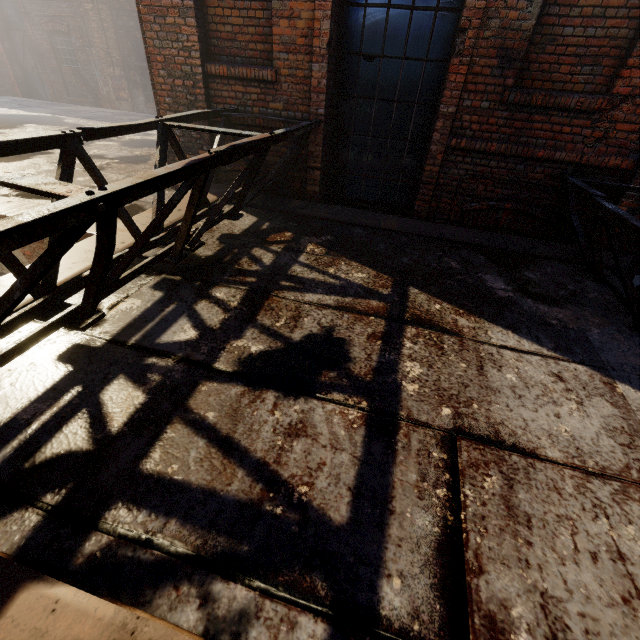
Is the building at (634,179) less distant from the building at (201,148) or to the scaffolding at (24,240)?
the scaffolding at (24,240)

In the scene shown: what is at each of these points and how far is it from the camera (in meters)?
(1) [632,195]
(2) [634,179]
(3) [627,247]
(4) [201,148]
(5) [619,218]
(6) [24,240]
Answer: (1) building, 3.98
(2) building, 3.88
(3) building, 4.32
(4) building, 5.08
(5) scaffolding, 2.84
(6) scaffolding, 1.23

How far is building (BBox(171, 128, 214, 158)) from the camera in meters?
5.0 m

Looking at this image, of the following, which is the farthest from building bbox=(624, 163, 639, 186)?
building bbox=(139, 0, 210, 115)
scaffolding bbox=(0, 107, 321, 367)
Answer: building bbox=(139, 0, 210, 115)

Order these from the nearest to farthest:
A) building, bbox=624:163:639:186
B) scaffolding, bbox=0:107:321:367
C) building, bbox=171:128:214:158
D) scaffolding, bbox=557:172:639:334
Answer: scaffolding, bbox=0:107:321:367, scaffolding, bbox=557:172:639:334, building, bbox=624:163:639:186, building, bbox=171:128:214:158

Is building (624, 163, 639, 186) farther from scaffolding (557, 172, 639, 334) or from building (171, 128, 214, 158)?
building (171, 128, 214, 158)

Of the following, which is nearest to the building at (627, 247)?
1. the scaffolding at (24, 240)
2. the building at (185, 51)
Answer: the scaffolding at (24, 240)
